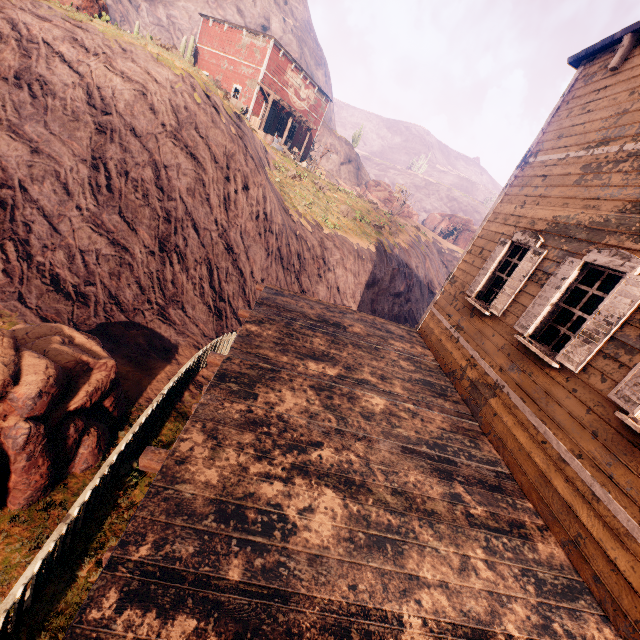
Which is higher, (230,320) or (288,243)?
(288,243)

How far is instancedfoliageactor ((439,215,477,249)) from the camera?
54.0 meters

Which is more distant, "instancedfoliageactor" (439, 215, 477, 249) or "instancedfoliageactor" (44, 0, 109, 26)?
"instancedfoliageactor" (439, 215, 477, 249)

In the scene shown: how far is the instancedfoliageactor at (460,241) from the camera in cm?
5402

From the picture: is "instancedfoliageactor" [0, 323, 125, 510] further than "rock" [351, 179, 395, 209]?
No

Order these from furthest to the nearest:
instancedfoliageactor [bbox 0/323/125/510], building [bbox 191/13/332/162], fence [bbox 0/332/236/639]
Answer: building [bbox 191/13/332/162] → instancedfoliageactor [bbox 0/323/125/510] → fence [bbox 0/332/236/639]

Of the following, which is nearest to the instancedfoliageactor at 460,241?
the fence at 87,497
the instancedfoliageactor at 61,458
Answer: the fence at 87,497

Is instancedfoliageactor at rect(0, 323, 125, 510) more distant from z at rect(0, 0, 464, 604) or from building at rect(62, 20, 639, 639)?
building at rect(62, 20, 639, 639)
